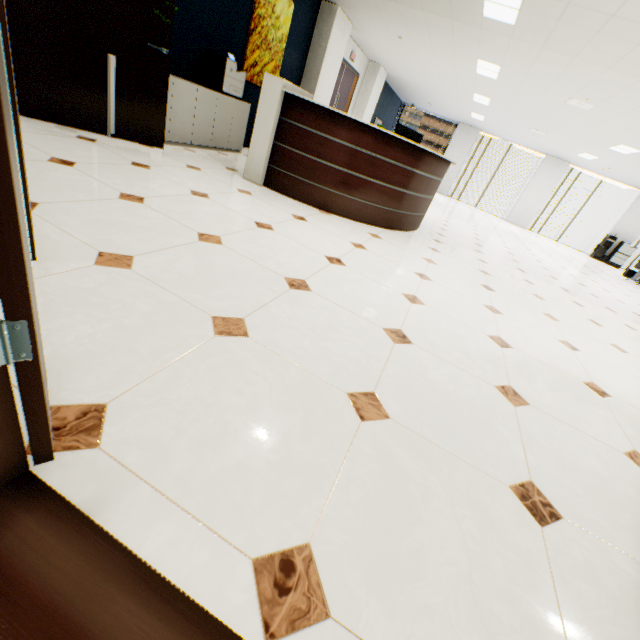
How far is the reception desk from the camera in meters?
3.8

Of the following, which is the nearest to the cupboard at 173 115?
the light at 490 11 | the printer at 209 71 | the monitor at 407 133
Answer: the printer at 209 71

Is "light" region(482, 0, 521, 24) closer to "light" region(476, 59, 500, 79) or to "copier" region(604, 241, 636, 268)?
"light" region(476, 59, 500, 79)

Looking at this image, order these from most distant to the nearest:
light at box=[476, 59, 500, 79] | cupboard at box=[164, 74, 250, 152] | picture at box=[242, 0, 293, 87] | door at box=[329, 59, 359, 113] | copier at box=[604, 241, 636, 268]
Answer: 1. copier at box=[604, 241, 636, 268]
2. door at box=[329, 59, 359, 113]
3. light at box=[476, 59, 500, 79]
4. picture at box=[242, 0, 293, 87]
5. cupboard at box=[164, 74, 250, 152]

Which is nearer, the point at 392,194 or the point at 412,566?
the point at 412,566

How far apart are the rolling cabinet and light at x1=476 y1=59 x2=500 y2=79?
4.6m

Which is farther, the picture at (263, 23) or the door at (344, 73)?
the door at (344, 73)

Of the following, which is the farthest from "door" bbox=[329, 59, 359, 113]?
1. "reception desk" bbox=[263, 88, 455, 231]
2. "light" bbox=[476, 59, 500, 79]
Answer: "light" bbox=[476, 59, 500, 79]
